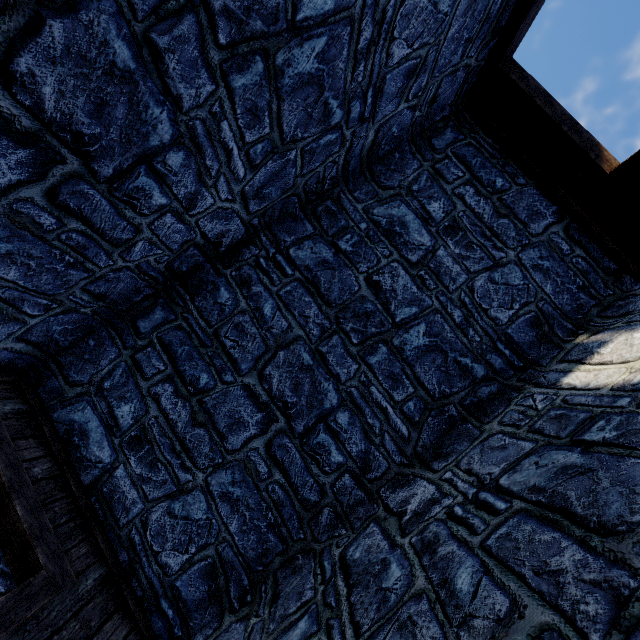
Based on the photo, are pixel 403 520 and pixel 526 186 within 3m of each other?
no
